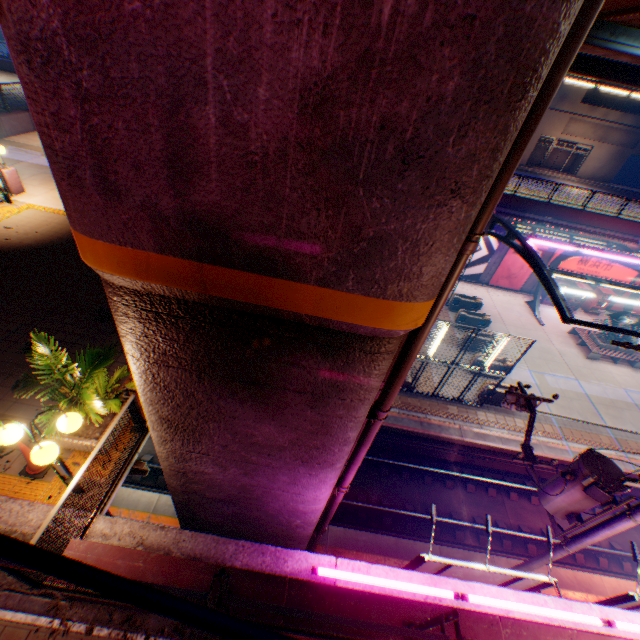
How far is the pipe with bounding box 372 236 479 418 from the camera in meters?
2.9 m

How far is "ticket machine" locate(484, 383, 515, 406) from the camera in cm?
1619

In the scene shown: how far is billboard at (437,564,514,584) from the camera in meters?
6.3

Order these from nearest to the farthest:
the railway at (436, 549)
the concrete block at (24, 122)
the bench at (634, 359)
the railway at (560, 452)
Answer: the railway at (436, 549) → the railway at (560, 452) → the concrete block at (24, 122) → the bench at (634, 359)

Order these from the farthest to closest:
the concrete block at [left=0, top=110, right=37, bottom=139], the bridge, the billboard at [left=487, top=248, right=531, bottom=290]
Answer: the billboard at [left=487, top=248, right=531, bottom=290], the concrete block at [left=0, top=110, right=37, bottom=139], the bridge

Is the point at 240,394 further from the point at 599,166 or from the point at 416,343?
the point at 599,166

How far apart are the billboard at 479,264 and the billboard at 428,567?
21.88m

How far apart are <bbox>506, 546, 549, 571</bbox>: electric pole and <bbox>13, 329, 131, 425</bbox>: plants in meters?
8.6 m
